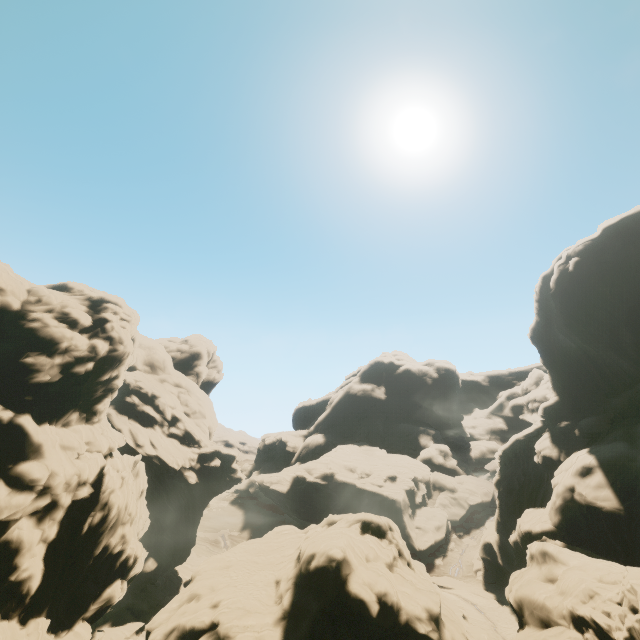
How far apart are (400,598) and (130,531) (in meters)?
29.22
